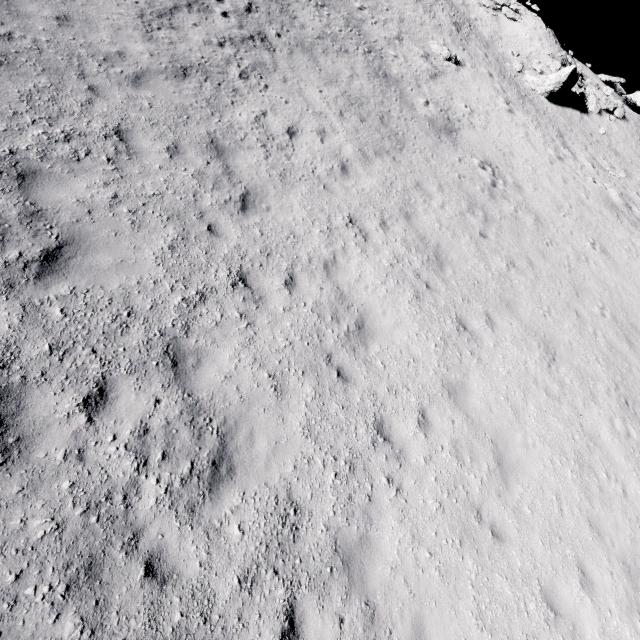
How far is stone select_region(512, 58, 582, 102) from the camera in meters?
23.9 m

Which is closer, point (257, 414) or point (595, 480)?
point (257, 414)

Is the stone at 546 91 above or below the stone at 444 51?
above

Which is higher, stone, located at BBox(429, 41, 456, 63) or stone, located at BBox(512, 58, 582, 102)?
stone, located at BBox(512, 58, 582, 102)

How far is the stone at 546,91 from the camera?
23.91m

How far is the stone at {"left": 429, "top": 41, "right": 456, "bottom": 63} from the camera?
20.7m

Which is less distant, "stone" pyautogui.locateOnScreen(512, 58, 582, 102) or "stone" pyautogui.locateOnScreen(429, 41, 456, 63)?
"stone" pyautogui.locateOnScreen(429, 41, 456, 63)
